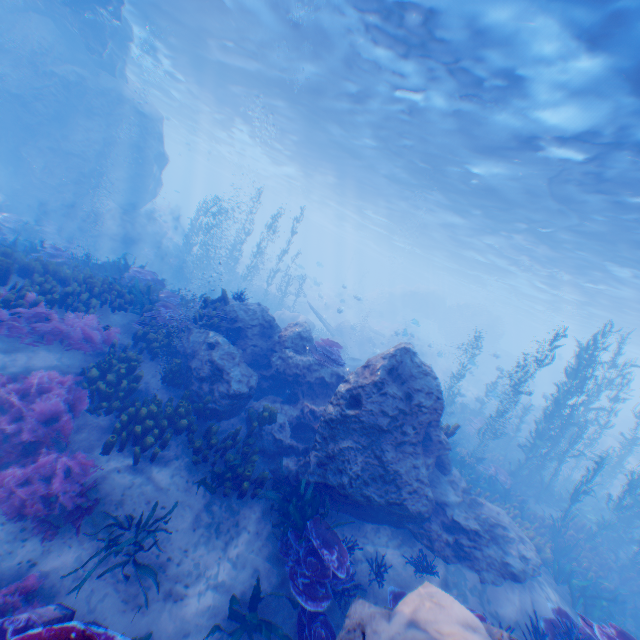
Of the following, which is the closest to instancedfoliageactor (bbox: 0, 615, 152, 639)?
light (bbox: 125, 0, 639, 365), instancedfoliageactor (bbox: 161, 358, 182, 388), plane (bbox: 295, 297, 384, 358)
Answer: plane (bbox: 295, 297, 384, 358)

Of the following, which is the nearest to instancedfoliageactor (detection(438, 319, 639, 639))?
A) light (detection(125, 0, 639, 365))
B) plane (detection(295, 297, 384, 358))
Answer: plane (detection(295, 297, 384, 358))

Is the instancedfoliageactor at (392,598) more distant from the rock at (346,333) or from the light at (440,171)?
the light at (440,171)

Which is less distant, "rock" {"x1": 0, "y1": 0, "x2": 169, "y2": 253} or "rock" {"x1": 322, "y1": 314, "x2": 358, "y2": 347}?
"rock" {"x1": 0, "y1": 0, "x2": 169, "y2": 253}

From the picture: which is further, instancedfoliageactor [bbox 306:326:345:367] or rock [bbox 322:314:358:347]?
rock [bbox 322:314:358:347]

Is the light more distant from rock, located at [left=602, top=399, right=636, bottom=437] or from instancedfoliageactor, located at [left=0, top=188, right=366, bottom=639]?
instancedfoliageactor, located at [left=0, top=188, right=366, bottom=639]

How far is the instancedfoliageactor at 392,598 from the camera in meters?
6.1 m

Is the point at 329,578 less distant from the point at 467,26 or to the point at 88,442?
the point at 88,442
